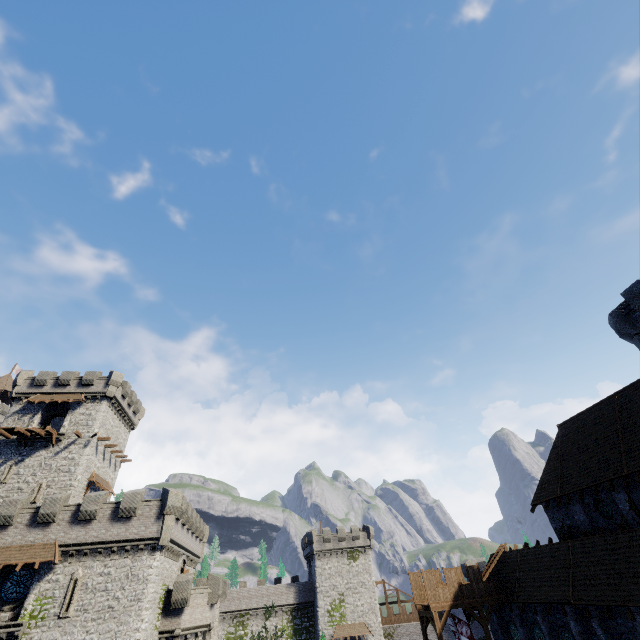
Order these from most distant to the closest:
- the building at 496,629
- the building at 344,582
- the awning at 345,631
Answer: the building at 344,582 → the awning at 345,631 → the building at 496,629

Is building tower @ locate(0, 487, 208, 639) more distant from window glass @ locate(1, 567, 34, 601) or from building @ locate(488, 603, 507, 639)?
building @ locate(488, 603, 507, 639)

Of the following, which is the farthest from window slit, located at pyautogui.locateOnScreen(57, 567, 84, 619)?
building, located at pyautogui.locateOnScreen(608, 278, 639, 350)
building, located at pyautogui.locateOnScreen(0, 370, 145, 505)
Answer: building, located at pyautogui.locateOnScreen(608, 278, 639, 350)

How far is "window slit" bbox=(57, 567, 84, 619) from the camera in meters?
23.0

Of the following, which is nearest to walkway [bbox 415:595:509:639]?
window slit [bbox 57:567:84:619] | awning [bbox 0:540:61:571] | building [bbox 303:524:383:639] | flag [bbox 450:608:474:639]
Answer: flag [bbox 450:608:474:639]

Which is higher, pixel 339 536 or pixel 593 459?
pixel 339 536

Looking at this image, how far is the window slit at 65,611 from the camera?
23.0m

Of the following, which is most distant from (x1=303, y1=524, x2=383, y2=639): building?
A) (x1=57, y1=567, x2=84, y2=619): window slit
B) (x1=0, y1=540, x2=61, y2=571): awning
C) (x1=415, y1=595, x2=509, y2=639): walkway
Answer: (x1=0, y1=540, x2=61, y2=571): awning
